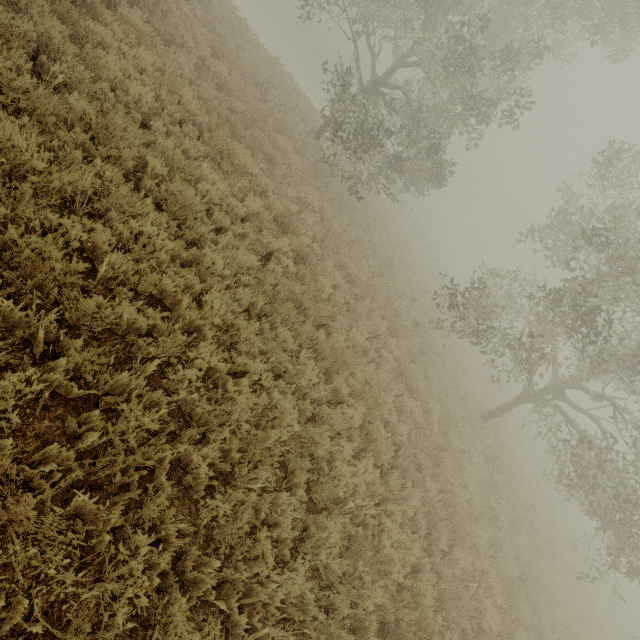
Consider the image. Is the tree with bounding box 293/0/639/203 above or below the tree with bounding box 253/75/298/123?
above

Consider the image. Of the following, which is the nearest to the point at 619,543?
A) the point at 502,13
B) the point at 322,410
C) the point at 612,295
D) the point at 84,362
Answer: the point at 612,295

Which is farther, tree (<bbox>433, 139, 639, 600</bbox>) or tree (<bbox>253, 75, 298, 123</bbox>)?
tree (<bbox>253, 75, 298, 123</bbox>)

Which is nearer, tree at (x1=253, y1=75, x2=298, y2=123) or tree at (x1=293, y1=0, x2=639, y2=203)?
tree at (x1=293, y1=0, x2=639, y2=203)

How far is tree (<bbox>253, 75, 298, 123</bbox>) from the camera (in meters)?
12.41

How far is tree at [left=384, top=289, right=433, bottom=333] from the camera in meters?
12.0

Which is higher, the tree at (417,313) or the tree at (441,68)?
the tree at (441,68)

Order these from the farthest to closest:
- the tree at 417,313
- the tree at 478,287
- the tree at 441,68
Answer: the tree at 417,313 < the tree at 441,68 < the tree at 478,287
